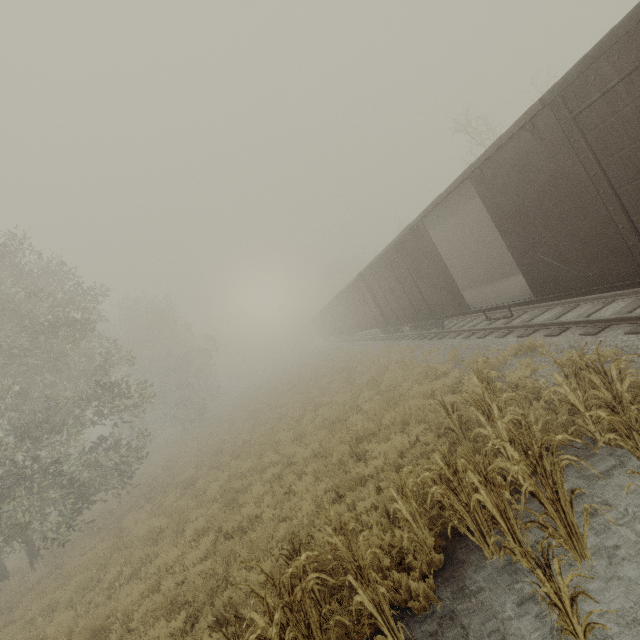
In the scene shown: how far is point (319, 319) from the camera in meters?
44.8
